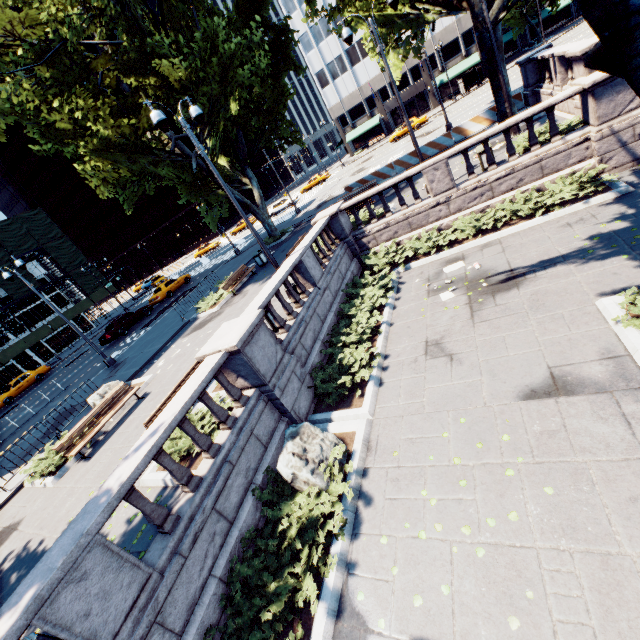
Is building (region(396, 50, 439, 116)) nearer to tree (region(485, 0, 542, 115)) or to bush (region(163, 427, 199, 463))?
tree (region(485, 0, 542, 115))

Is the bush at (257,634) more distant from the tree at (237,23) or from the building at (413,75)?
the building at (413,75)

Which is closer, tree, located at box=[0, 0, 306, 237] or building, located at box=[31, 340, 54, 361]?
tree, located at box=[0, 0, 306, 237]

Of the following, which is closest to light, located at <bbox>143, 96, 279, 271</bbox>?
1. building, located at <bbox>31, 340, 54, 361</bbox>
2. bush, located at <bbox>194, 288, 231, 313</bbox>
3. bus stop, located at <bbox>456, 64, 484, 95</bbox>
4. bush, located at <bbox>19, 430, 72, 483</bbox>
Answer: bush, located at <bbox>194, 288, 231, 313</bbox>

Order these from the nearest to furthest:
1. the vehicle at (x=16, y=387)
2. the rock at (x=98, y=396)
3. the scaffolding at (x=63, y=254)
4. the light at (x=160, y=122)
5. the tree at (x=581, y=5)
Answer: the tree at (x=581, y=5) < the light at (x=160, y=122) < the rock at (x=98, y=396) < the vehicle at (x=16, y=387) < the scaffolding at (x=63, y=254)

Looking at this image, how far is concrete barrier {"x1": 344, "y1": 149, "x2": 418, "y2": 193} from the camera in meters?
22.3 m

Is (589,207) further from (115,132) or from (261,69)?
(115,132)
